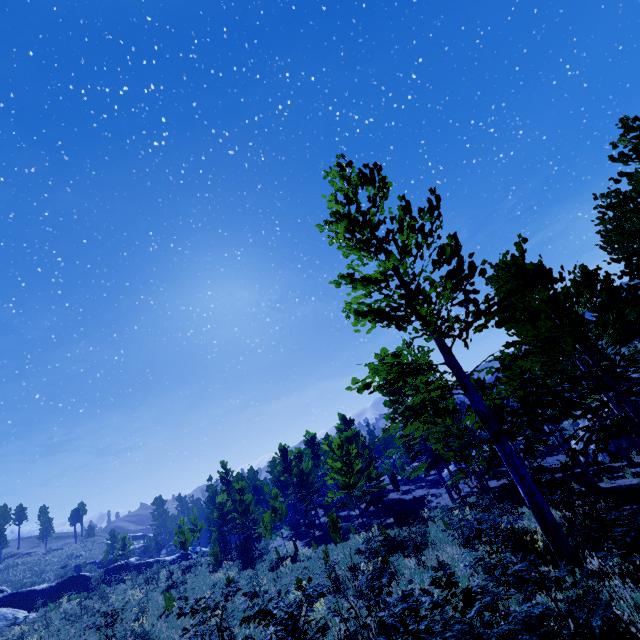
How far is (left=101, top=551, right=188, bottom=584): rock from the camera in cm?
3506

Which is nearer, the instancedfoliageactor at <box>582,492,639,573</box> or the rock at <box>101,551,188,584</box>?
the instancedfoliageactor at <box>582,492,639,573</box>

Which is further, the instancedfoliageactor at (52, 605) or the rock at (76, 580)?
the rock at (76, 580)

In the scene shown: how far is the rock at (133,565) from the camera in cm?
3506

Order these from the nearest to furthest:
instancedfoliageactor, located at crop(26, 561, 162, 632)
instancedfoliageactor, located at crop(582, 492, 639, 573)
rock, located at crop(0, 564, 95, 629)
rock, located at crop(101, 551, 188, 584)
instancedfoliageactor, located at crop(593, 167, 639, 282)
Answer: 1. instancedfoliageactor, located at crop(582, 492, 639, 573)
2. instancedfoliageactor, located at crop(593, 167, 639, 282)
3. instancedfoliageactor, located at crop(26, 561, 162, 632)
4. rock, located at crop(0, 564, 95, 629)
5. rock, located at crop(101, 551, 188, 584)

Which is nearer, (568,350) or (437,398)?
(568,350)

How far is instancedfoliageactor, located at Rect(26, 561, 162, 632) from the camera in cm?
1612

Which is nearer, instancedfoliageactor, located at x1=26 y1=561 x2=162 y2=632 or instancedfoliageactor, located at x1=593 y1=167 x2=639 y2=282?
instancedfoliageactor, located at x1=593 y1=167 x2=639 y2=282
